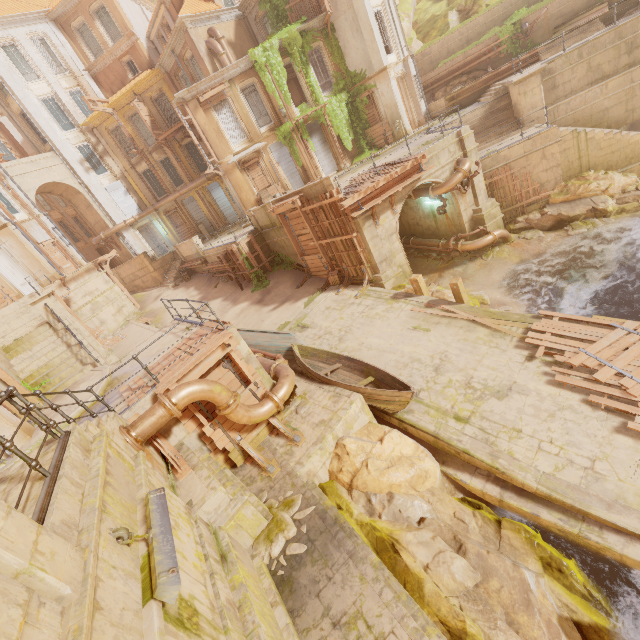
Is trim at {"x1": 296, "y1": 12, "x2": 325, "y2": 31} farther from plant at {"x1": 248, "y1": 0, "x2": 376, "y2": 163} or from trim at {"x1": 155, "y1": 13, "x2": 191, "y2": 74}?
trim at {"x1": 155, "y1": 13, "x2": 191, "y2": 74}

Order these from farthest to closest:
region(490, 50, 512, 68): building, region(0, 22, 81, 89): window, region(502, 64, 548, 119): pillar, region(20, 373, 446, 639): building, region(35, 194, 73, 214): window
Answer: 1. region(35, 194, 73, 214): window
2. region(0, 22, 81, 89): window
3. region(490, 50, 512, 68): building
4. region(502, 64, 548, 119): pillar
5. region(20, 373, 446, 639): building

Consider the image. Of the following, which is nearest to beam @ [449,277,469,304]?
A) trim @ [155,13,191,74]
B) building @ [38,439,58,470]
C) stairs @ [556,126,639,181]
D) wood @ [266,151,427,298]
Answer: wood @ [266,151,427,298]

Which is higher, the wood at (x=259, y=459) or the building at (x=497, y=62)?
the building at (x=497, y=62)

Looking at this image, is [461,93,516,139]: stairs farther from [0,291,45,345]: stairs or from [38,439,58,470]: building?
[0,291,45,345]: stairs

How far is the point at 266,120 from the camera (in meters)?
23.23

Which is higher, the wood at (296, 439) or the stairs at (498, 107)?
the stairs at (498, 107)

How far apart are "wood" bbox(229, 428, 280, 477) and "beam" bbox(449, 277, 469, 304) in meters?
9.2 m
